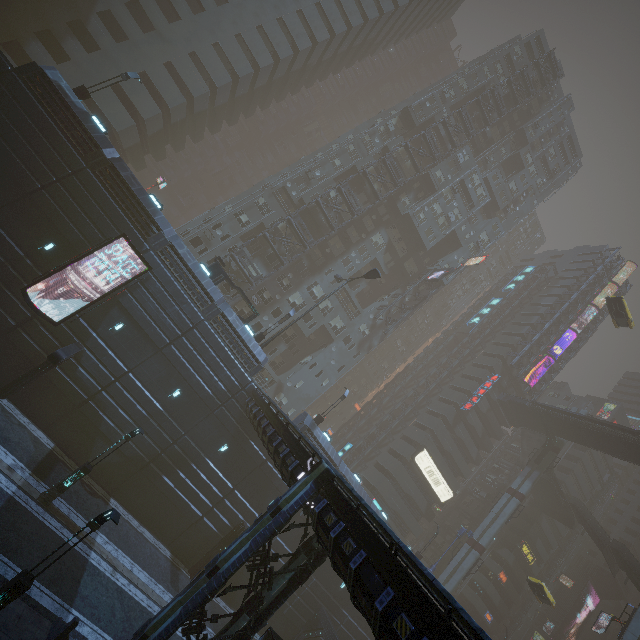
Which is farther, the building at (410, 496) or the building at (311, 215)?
the building at (410, 496)

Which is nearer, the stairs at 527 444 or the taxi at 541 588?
the taxi at 541 588

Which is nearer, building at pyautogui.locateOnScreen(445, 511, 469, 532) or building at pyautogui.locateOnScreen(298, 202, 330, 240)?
building at pyautogui.locateOnScreen(298, 202, 330, 240)

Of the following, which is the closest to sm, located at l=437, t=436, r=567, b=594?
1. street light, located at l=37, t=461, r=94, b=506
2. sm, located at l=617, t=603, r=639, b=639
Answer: sm, located at l=617, t=603, r=639, b=639

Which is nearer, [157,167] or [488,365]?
[488,365]

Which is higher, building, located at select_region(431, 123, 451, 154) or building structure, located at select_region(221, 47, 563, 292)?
building structure, located at select_region(221, 47, 563, 292)

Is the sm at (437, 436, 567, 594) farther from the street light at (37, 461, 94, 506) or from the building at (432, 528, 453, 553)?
the street light at (37, 461, 94, 506)

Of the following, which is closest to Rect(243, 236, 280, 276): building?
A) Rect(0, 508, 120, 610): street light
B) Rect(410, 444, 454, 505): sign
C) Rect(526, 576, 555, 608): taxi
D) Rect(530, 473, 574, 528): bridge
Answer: Rect(410, 444, 454, 505): sign
